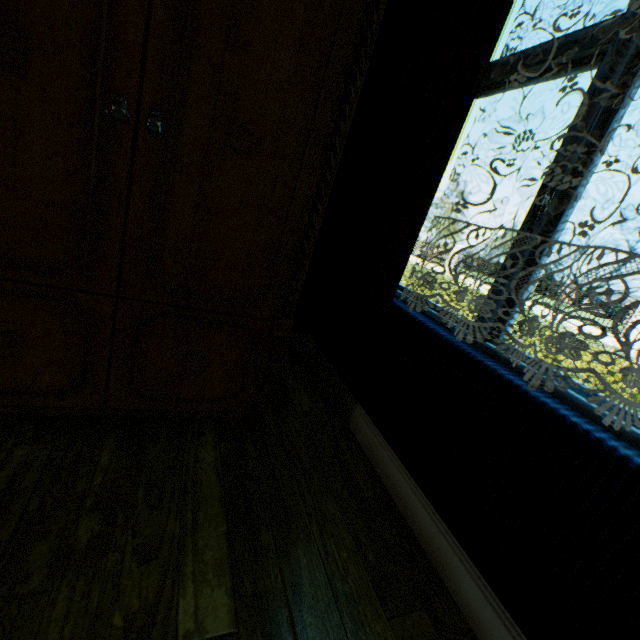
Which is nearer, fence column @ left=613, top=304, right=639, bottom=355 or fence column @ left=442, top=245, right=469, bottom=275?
fence column @ left=613, top=304, right=639, bottom=355

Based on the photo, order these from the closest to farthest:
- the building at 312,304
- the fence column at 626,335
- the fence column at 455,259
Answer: the building at 312,304 < the fence column at 626,335 < the fence column at 455,259

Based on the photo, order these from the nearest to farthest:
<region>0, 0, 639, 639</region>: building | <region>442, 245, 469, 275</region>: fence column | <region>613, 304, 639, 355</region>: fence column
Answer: <region>0, 0, 639, 639</region>: building
<region>613, 304, 639, 355</region>: fence column
<region>442, 245, 469, 275</region>: fence column

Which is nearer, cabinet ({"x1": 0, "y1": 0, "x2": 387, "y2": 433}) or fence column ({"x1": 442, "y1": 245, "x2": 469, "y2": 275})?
cabinet ({"x1": 0, "y1": 0, "x2": 387, "y2": 433})

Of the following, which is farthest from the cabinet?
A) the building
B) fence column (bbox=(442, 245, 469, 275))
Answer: fence column (bbox=(442, 245, 469, 275))

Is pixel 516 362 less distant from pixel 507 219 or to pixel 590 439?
pixel 590 439

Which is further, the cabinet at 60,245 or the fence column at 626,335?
the fence column at 626,335

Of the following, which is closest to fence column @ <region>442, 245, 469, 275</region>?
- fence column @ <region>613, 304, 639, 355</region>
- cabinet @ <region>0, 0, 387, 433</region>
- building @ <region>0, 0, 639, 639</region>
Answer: fence column @ <region>613, 304, 639, 355</region>
